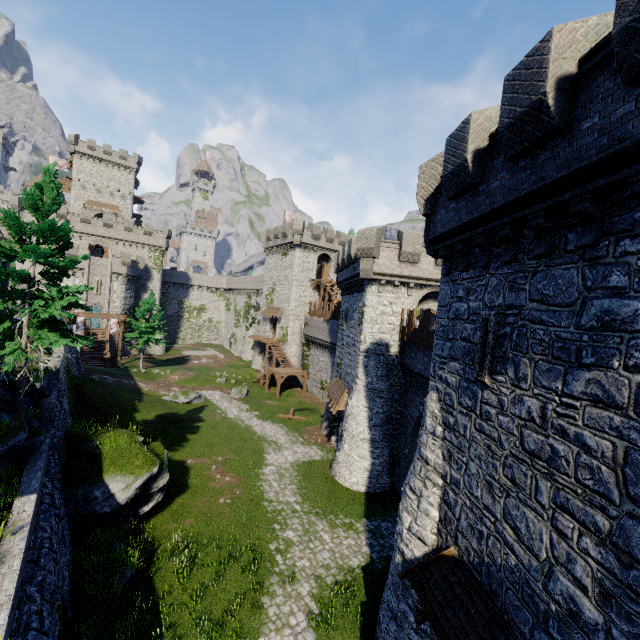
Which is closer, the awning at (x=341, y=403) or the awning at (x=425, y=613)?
the awning at (x=425, y=613)

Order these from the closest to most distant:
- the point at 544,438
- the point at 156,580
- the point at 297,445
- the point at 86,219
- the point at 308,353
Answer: the point at 544,438 < the point at 156,580 < the point at 297,445 < the point at 308,353 < the point at 86,219

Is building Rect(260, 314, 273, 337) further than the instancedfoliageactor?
Yes

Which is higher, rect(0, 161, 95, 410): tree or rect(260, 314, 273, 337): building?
rect(0, 161, 95, 410): tree

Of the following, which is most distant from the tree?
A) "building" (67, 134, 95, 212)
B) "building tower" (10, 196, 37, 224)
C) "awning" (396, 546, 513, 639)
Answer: "building" (67, 134, 95, 212)

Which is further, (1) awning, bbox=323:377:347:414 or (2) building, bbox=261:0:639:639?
(1) awning, bbox=323:377:347:414

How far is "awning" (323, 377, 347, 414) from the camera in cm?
2339

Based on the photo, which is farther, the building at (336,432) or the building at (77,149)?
the building at (77,149)
